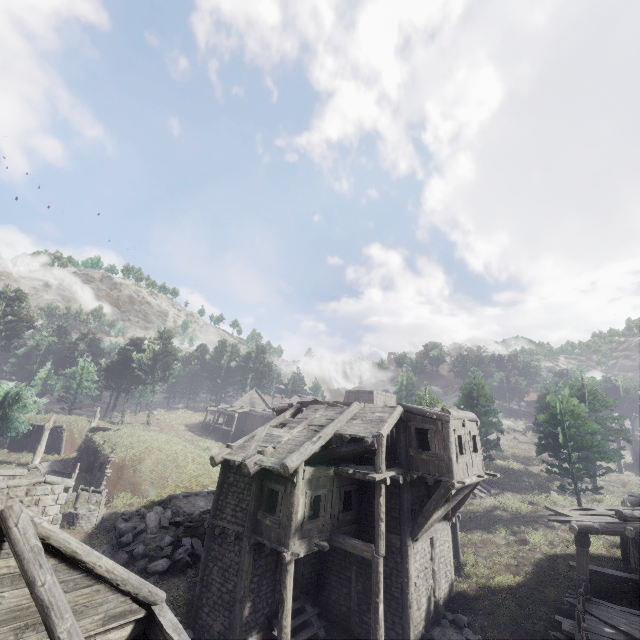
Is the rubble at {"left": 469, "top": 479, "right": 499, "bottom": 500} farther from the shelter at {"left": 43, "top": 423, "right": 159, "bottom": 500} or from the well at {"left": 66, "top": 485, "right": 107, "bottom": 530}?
the well at {"left": 66, "top": 485, "right": 107, "bottom": 530}

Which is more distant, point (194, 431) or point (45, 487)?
point (194, 431)

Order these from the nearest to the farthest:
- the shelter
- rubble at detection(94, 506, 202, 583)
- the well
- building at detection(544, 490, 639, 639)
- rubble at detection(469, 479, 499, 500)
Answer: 1. building at detection(544, 490, 639, 639)
2. rubble at detection(94, 506, 202, 583)
3. the well
4. the shelter
5. rubble at detection(469, 479, 499, 500)

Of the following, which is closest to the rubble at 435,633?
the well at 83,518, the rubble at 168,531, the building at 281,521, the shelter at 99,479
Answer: the building at 281,521

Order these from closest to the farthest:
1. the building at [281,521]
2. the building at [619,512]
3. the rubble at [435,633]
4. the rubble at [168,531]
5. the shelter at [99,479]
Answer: the building at [281,521]
the building at [619,512]
the rubble at [435,633]
the rubble at [168,531]
the shelter at [99,479]

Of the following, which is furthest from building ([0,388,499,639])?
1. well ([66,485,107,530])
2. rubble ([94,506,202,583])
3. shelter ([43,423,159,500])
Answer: shelter ([43,423,159,500])

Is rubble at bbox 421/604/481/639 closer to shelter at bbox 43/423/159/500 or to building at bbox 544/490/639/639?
building at bbox 544/490/639/639

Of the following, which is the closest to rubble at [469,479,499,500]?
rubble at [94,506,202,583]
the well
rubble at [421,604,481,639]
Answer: rubble at [421,604,481,639]
